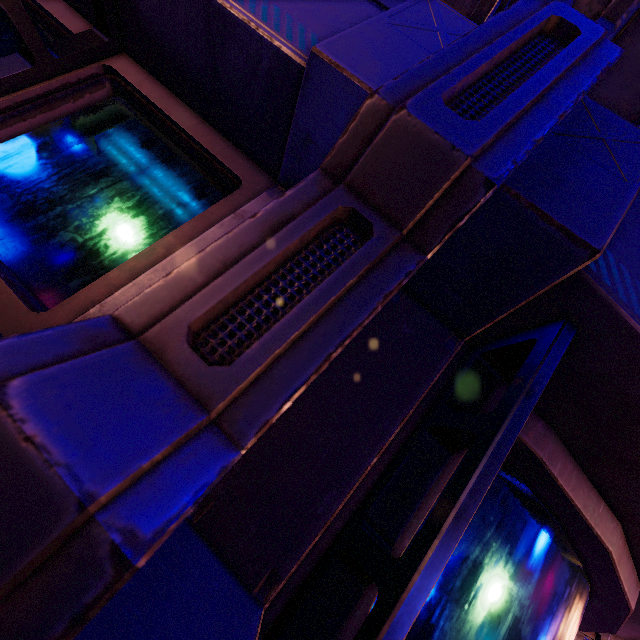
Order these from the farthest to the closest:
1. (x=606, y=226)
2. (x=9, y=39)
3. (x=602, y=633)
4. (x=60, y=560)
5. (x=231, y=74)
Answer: (x=602, y=633) → (x=9, y=39) → (x=231, y=74) → (x=606, y=226) → (x=60, y=560)
